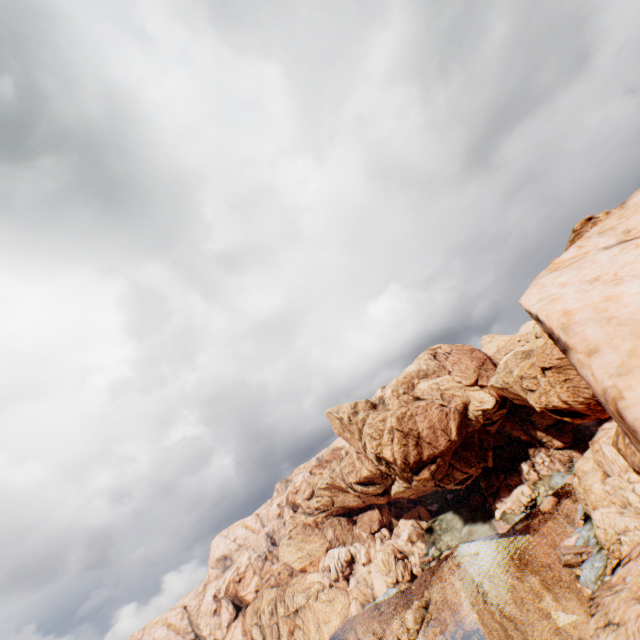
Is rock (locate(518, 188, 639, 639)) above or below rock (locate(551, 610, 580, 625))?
above

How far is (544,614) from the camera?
42.16m

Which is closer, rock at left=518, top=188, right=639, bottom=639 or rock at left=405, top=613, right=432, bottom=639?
rock at left=518, top=188, right=639, bottom=639

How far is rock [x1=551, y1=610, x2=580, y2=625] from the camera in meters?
38.7

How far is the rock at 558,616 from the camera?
38.66m

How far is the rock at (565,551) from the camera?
45.7 meters

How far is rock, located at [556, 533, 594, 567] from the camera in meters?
45.7

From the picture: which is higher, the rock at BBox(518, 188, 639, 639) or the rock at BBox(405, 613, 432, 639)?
the rock at BBox(518, 188, 639, 639)
